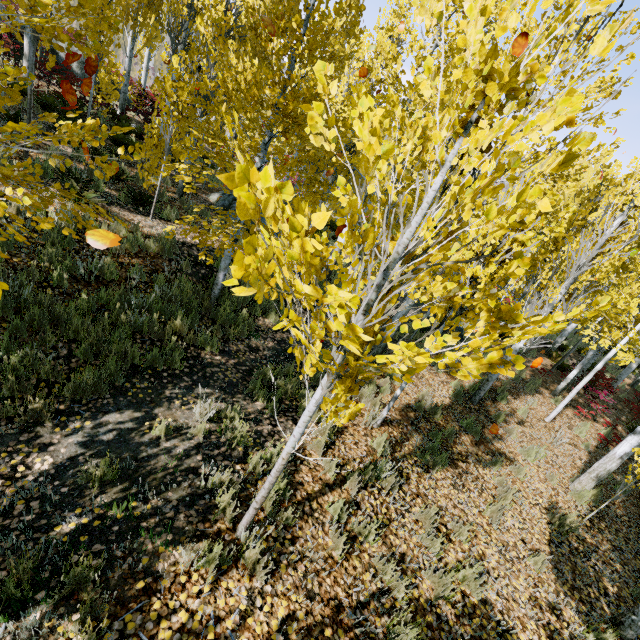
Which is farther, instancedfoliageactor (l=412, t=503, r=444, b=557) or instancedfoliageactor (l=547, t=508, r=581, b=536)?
instancedfoliageactor (l=547, t=508, r=581, b=536)

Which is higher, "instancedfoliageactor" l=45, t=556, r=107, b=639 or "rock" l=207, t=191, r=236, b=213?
"rock" l=207, t=191, r=236, b=213

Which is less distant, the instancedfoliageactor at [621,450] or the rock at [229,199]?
the instancedfoliageactor at [621,450]

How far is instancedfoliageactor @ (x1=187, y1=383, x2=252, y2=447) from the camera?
4.1 meters

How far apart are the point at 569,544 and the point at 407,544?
3.44m

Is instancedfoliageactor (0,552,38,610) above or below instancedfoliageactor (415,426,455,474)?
below

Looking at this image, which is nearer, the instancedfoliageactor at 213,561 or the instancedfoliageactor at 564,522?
the instancedfoliageactor at 213,561

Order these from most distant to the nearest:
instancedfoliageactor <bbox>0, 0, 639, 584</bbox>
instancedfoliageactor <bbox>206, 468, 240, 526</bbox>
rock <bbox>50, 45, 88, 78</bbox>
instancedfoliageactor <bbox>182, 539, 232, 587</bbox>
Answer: rock <bbox>50, 45, 88, 78</bbox>
instancedfoliageactor <bbox>206, 468, 240, 526</bbox>
instancedfoliageactor <bbox>182, 539, 232, 587</bbox>
instancedfoliageactor <bbox>0, 0, 639, 584</bbox>
